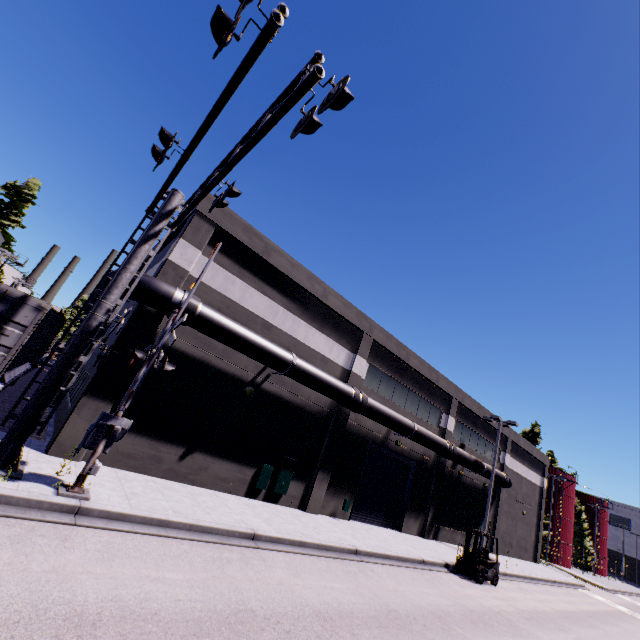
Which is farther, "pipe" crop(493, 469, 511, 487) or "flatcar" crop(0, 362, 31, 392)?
"pipe" crop(493, 469, 511, 487)

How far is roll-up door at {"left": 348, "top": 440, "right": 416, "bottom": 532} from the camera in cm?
1884

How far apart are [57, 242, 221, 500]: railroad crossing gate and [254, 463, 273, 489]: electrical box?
7.3 meters

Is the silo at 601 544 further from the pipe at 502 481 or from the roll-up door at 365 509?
the roll-up door at 365 509

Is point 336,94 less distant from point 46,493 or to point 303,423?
point 46,493

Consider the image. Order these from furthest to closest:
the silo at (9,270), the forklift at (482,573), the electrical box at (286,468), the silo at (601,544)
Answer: the silo at (601,544) → the silo at (9,270) → the forklift at (482,573) → the electrical box at (286,468)

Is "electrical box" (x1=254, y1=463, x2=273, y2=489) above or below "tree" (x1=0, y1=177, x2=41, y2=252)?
below
